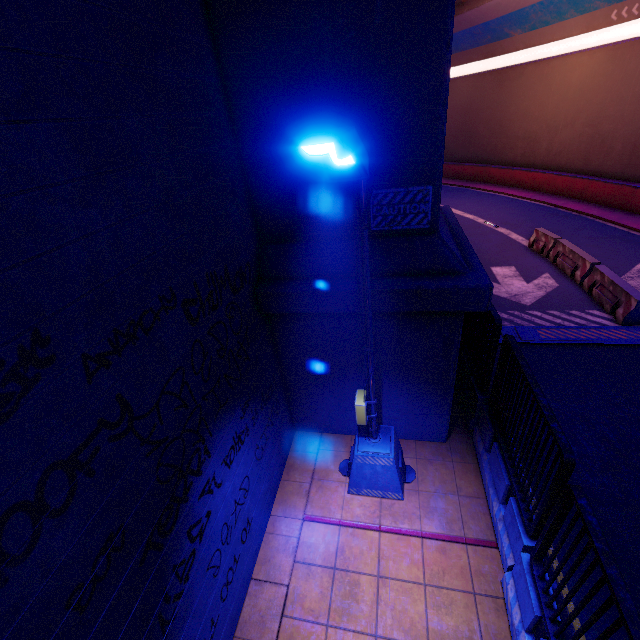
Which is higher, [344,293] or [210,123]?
[210,123]

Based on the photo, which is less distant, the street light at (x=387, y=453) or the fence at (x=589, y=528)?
the street light at (x=387, y=453)

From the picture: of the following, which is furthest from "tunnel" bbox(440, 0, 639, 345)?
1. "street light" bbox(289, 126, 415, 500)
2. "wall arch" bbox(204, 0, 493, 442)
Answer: "street light" bbox(289, 126, 415, 500)

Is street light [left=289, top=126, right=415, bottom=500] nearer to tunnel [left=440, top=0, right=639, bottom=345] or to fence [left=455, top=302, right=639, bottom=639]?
fence [left=455, top=302, right=639, bottom=639]

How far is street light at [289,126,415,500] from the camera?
1.9 meters

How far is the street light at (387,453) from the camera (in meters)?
1.89

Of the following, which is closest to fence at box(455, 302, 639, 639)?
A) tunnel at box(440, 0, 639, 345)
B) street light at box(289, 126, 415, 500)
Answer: tunnel at box(440, 0, 639, 345)

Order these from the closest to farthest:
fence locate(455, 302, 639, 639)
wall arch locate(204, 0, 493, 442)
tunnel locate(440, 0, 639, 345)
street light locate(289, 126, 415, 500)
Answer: street light locate(289, 126, 415, 500) → fence locate(455, 302, 639, 639) → wall arch locate(204, 0, 493, 442) → tunnel locate(440, 0, 639, 345)
